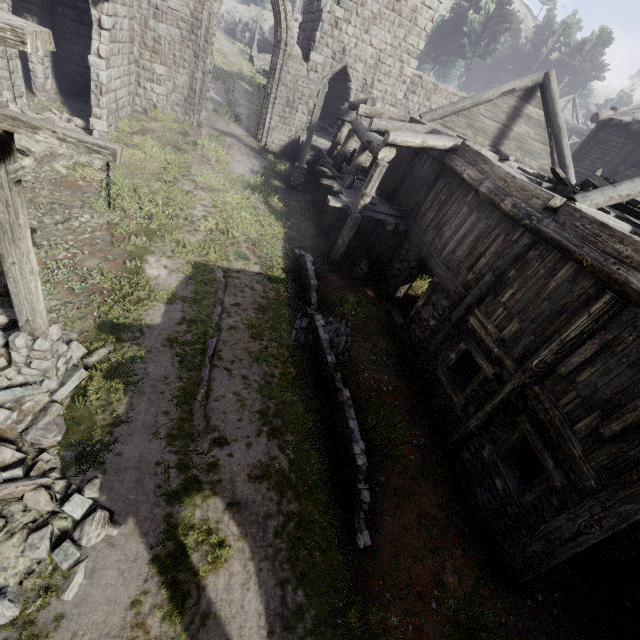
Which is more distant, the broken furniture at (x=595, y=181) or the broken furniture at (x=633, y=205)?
the broken furniture at (x=595, y=181)

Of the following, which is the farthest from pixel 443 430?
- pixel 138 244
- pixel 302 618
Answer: pixel 138 244

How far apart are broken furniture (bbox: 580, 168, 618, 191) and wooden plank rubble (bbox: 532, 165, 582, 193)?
0.0 meters

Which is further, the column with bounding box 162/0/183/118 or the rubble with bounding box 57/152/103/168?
the column with bounding box 162/0/183/118

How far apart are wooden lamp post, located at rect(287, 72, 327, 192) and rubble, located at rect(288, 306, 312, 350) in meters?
8.7

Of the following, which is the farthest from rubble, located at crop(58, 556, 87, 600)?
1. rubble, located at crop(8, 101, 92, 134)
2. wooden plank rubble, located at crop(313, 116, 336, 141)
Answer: wooden plank rubble, located at crop(313, 116, 336, 141)

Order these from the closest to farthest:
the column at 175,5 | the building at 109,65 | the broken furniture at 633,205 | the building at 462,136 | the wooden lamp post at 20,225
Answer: the wooden lamp post at 20,225 < the building at 462,136 < the broken furniture at 633,205 < the building at 109,65 < the column at 175,5

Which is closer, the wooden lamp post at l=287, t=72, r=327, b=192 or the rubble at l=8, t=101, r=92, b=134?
the rubble at l=8, t=101, r=92, b=134
